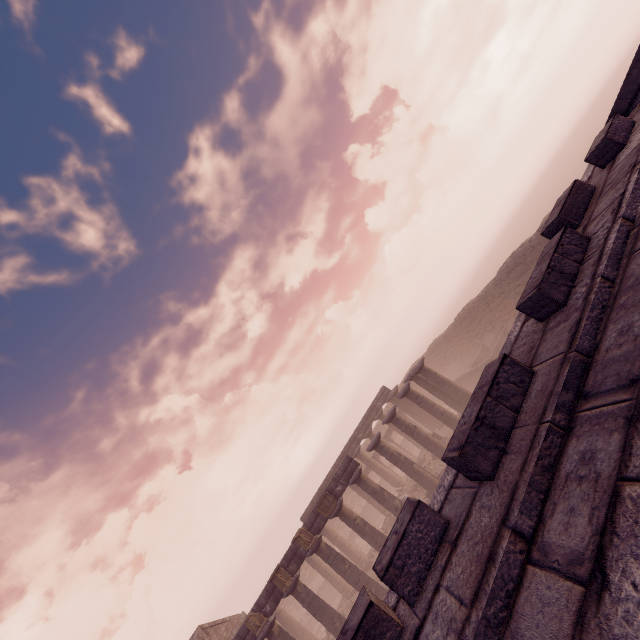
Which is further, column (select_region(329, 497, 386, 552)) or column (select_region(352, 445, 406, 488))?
column (select_region(352, 445, 406, 488))

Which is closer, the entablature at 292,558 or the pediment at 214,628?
the entablature at 292,558

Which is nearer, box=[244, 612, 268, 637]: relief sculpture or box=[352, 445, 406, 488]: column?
box=[244, 612, 268, 637]: relief sculpture

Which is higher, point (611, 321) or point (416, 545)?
point (416, 545)

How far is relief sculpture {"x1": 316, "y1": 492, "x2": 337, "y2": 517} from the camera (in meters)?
19.50

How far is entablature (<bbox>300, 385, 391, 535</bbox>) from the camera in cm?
1942

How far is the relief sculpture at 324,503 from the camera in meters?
19.5

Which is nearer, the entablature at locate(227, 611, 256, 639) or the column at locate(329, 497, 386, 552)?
the entablature at locate(227, 611, 256, 639)
